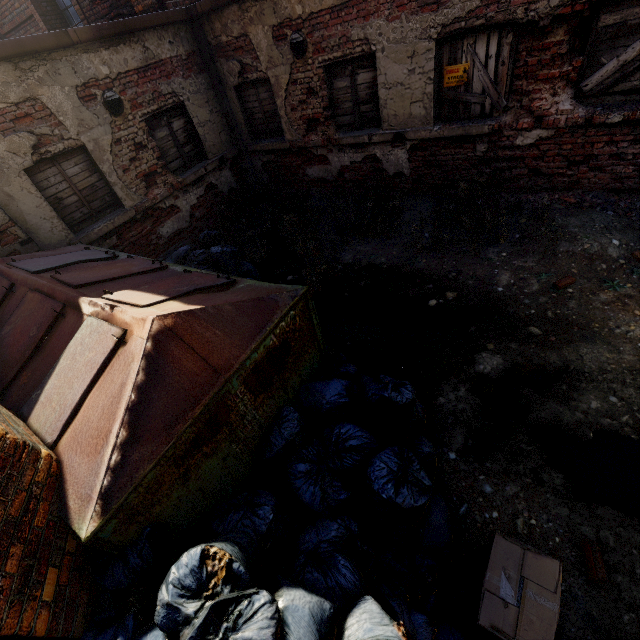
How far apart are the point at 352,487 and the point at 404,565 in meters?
0.6 m

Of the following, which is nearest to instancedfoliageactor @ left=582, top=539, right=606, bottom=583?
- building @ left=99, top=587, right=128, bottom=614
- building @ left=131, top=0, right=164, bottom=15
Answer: building @ left=99, top=587, right=128, bottom=614

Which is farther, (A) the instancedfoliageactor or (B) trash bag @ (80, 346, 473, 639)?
(A) the instancedfoliageactor

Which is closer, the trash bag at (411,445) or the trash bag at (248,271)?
the trash bag at (411,445)

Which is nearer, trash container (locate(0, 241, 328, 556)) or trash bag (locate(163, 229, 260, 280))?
trash container (locate(0, 241, 328, 556))

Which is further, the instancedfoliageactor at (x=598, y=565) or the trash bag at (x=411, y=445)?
the instancedfoliageactor at (x=598, y=565)

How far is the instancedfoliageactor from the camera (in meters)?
2.13

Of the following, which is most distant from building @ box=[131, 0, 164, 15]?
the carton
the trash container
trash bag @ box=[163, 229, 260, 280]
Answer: the carton
